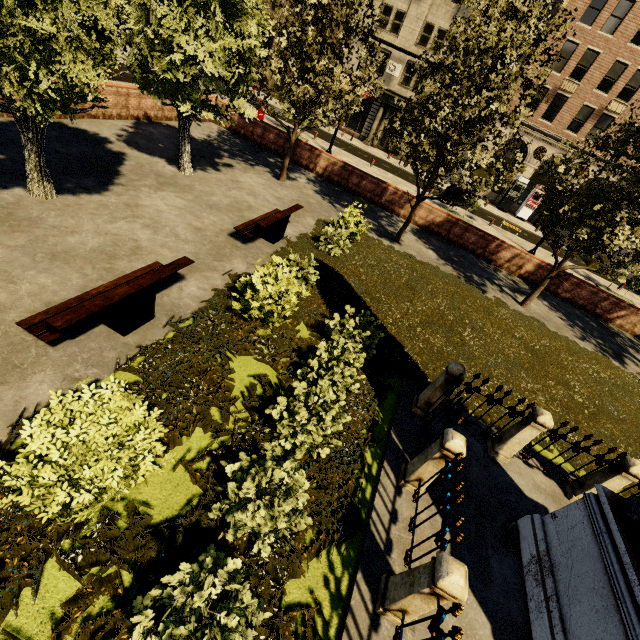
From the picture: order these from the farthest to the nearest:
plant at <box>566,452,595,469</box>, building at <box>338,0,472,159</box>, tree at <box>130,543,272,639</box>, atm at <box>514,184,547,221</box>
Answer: atm at <box>514,184,547,221</box>, building at <box>338,0,472,159</box>, plant at <box>566,452,595,469</box>, tree at <box>130,543,272,639</box>

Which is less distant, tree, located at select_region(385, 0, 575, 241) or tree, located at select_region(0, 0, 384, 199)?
tree, located at select_region(0, 0, 384, 199)

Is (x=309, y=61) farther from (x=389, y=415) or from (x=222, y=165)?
(x=389, y=415)

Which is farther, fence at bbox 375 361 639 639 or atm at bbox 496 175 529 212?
atm at bbox 496 175 529 212

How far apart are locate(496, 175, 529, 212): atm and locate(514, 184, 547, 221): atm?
0.8m

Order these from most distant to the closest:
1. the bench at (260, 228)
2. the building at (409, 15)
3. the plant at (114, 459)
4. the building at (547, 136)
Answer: the building at (409, 15) < the building at (547, 136) < the bench at (260, 228) < the plant at (114, 459)

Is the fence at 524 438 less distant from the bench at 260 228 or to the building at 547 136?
the bench at 260 228

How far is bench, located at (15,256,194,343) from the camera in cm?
461
